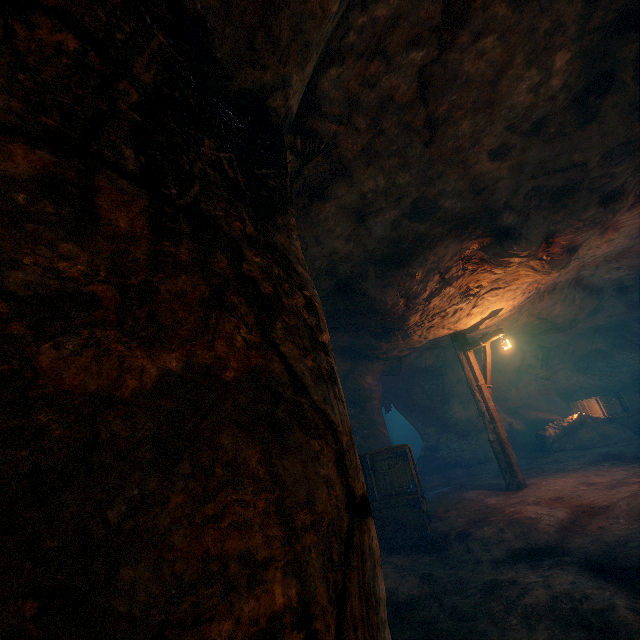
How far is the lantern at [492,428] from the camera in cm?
895

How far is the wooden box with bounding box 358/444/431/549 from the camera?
6.28m

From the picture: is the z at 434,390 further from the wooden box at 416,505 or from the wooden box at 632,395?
the wooden box at 632,395

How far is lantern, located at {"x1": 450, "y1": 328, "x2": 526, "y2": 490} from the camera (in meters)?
8.95

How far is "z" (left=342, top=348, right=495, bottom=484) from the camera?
12.4m

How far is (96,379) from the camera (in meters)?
1.10

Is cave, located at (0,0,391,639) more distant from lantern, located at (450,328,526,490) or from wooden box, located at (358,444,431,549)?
lantern, located at (450,328,526,490)

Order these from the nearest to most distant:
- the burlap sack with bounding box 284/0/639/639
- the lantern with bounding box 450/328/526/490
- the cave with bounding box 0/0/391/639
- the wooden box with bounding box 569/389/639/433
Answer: the cave with bounding box 0/0/391/639
the burlap sack with bounding box 284/0/639/639
the lantern with bounding box 450/328/526/490
the wooden box with bounding box 569/389/639/433
